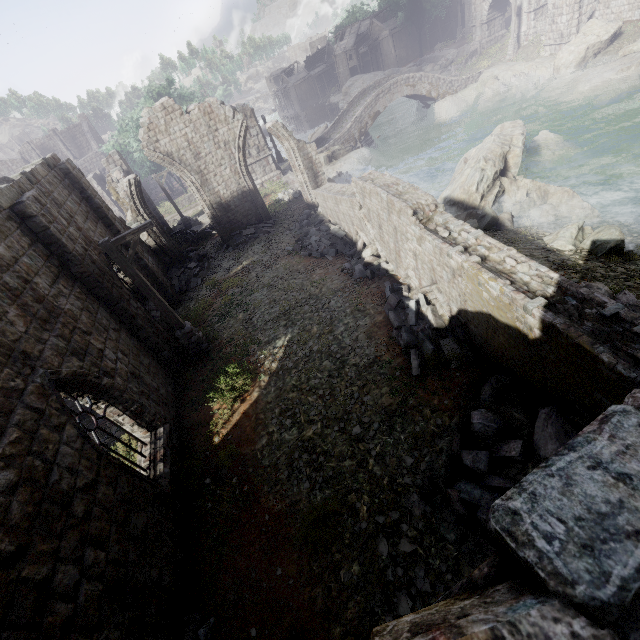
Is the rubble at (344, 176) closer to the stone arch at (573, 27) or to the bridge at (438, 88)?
the stone arch at (573, 27)

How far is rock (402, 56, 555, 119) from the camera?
28.62m

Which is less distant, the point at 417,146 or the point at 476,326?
the point at 476,326

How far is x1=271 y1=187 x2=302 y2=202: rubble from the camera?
23.8 meters

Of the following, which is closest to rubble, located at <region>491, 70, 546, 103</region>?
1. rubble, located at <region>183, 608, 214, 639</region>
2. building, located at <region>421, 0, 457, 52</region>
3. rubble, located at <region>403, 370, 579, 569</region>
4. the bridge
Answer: the bridge

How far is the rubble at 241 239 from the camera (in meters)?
19.07

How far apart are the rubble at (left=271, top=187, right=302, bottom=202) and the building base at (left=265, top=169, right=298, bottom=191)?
0.0 meters

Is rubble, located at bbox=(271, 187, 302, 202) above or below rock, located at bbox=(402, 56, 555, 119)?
above
